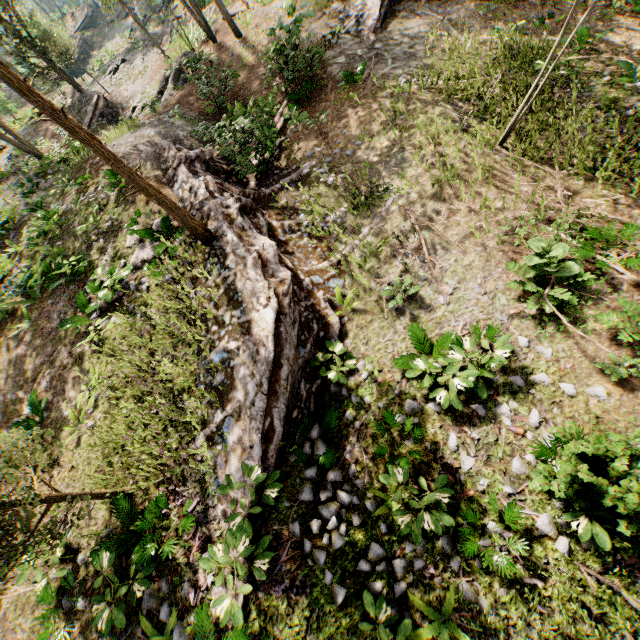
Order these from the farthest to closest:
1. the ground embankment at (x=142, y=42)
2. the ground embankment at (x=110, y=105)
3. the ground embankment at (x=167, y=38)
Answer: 1. the ground embankment at (x=142, y=42)
2. the ground embankment at (x=167, y=38)
3. the ground embankment at (x=110, y=105)

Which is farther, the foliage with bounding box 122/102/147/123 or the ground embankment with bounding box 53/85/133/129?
the ground embankment with bounding box 53/85/133/129

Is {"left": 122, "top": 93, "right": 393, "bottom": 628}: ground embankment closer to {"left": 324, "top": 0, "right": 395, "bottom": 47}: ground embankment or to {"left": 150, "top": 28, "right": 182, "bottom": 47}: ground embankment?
{"left": 324, "top": 0, "right": 395, "bottom": 47}: ground embankment

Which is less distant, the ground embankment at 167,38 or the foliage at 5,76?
the foliage at 5,76

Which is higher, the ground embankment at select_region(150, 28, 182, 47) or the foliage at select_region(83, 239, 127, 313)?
the foliage at select_region(83, 239, 127, 313)

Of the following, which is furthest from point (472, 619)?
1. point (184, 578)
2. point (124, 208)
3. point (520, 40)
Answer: point (520, 40)

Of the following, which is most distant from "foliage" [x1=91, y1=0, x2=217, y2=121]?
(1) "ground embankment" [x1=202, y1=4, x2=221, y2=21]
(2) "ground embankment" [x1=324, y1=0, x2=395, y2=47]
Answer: (2) "ground embankment" [x1=324, y1=0, x2=395, y2=47]

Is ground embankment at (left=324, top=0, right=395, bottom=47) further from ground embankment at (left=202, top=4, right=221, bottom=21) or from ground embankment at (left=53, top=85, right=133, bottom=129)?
ground embankment at (left=53, top=85, right=133, bottom=129)
